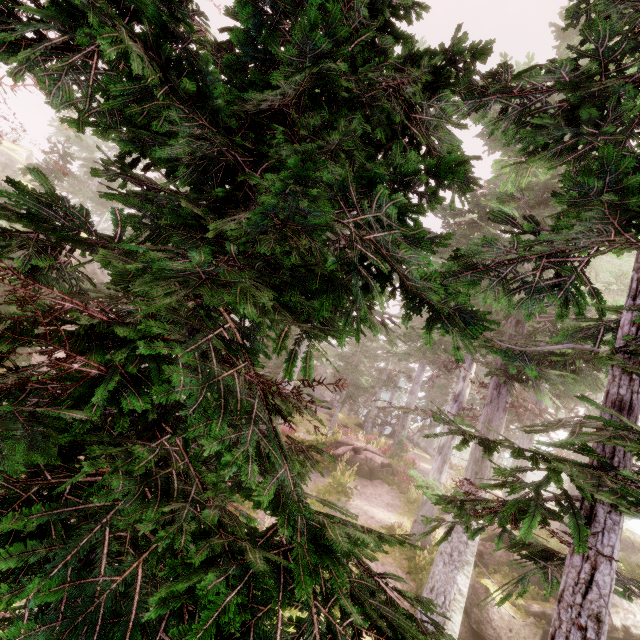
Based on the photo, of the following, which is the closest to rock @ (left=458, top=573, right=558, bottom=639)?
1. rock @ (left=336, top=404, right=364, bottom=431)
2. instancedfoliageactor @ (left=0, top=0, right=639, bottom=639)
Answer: instancedfoliageactor @ (left=0, top=0, right=639, bottom=639)

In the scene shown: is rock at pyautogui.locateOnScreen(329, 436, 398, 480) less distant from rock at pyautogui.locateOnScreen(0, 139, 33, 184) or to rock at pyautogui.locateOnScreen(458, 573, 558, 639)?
rock at pyautogui.locateOnScreen(458, 573, 558, 639)

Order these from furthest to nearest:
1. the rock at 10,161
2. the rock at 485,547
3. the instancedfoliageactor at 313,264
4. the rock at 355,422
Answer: the rock at 10,161, the rock at 355,422, the rock at 485,547, the instancedfoliageactor at 313,264

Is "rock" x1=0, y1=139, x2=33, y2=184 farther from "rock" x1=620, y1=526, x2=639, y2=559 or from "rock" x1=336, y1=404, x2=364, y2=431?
"rock" x1=336, y1=404, x2=364, y2=431

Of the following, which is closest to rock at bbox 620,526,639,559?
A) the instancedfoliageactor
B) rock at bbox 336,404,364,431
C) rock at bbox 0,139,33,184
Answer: the instancedfoliageactor

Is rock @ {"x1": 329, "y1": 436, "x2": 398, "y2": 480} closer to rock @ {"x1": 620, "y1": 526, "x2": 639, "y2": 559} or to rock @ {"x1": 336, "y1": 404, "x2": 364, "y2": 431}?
rock @ {"x1": 620, "y1": 526, "x2": 639, "y2": 559}

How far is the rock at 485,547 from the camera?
12.30m

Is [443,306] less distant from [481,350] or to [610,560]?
[610,560]
